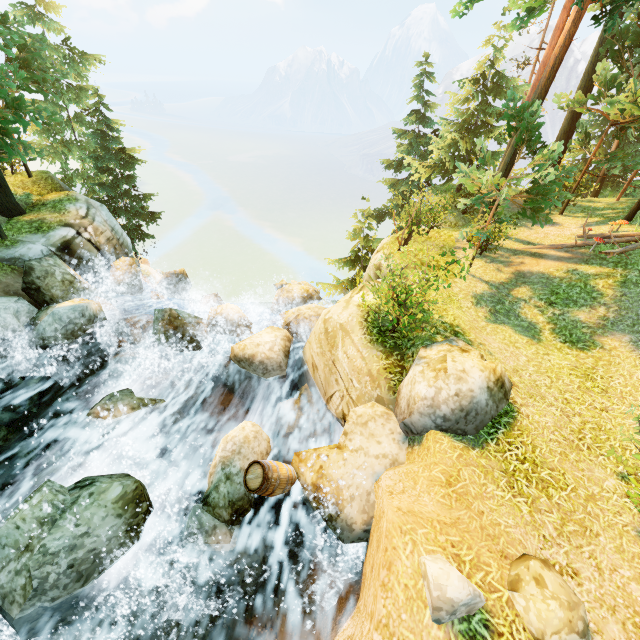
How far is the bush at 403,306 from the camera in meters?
7.3 m

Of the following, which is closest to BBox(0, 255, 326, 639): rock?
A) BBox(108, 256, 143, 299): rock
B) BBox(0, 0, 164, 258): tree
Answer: BBox(108, 256, 143, 299): rock

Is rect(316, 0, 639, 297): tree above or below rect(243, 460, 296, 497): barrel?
above

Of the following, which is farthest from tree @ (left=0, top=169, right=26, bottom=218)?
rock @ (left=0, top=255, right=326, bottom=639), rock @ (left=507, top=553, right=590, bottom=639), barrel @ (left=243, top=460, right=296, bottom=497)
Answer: barrel @ (left=243, top=460, right=296, bottom=497)

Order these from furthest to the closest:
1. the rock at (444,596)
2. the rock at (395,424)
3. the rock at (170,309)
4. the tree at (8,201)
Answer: the tree at (8,201) → the rock at (395,424) → the rock at (170,309) → the rock at (444,596)

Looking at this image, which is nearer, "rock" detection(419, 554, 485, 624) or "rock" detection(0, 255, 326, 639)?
"rock" detection(419, 554, 485, 624)

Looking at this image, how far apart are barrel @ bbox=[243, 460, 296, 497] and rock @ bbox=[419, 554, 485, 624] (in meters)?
3.37

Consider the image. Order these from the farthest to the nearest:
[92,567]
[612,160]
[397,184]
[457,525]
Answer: [397,184] < [612,160] < [92,567] < [457,525]
